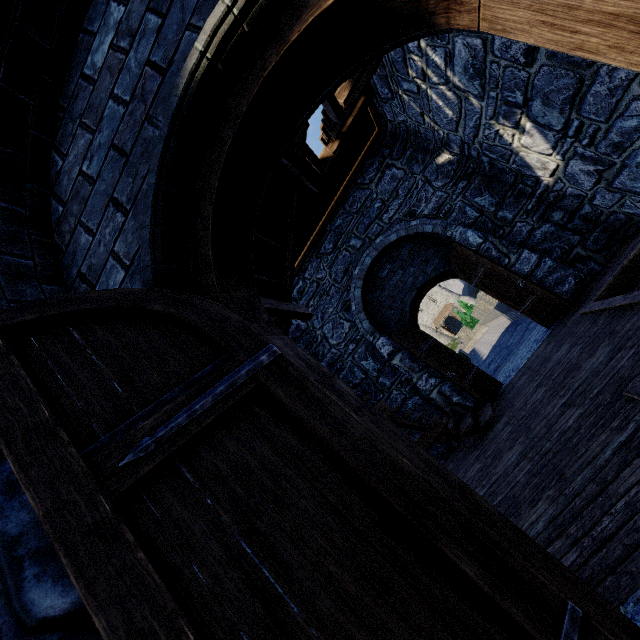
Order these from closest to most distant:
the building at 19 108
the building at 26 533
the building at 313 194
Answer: the building at 26 533, the building at 19 108, the building at 313 194

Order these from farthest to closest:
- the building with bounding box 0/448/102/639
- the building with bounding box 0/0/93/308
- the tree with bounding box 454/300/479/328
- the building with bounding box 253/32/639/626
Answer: the tree with bounding box 454/300/479/328
the building with bounding box 253/32/639/626
the building with bounding box 0/0/93/308
the building with bounding box 0/448/102/639

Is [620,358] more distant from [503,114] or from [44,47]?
[44,47]

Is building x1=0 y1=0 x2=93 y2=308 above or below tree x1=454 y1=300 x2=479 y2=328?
above

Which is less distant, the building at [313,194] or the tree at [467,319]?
the building at [313,194]

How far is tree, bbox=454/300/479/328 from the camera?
37.6m

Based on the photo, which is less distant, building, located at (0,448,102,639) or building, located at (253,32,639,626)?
building, located at (0,448,102,639)

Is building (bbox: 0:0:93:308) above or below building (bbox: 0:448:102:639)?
above
